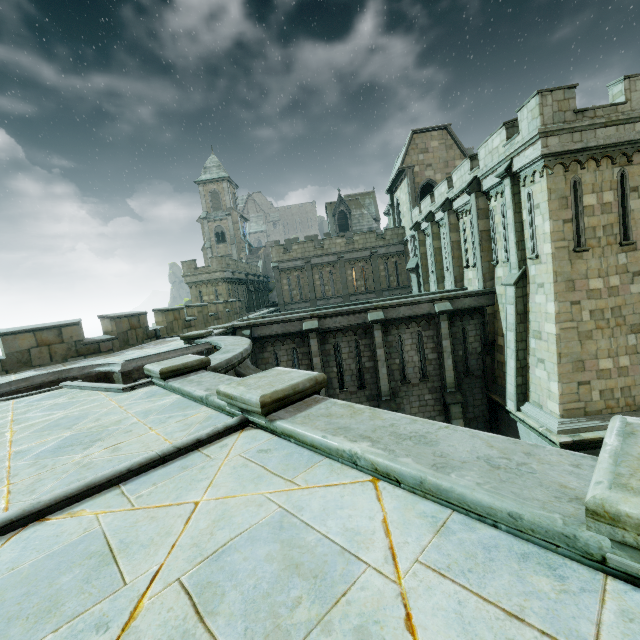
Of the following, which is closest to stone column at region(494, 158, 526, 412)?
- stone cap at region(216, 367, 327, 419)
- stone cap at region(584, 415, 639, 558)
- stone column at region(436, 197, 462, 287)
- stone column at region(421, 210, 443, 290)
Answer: stone column at region(436, 197, 462, 287)

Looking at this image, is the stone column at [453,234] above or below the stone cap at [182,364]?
above

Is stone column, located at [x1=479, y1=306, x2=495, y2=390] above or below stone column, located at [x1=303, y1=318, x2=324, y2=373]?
below

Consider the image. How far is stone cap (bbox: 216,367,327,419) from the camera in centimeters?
320cm

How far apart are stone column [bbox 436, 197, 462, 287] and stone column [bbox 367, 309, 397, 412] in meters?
5.7 m

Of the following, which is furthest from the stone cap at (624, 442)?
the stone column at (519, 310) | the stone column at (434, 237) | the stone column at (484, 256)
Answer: the stone column at (434, 237)

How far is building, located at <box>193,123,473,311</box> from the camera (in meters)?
27.27

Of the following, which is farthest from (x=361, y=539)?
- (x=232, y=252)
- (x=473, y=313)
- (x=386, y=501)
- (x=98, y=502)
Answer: (x=232, y=252)
